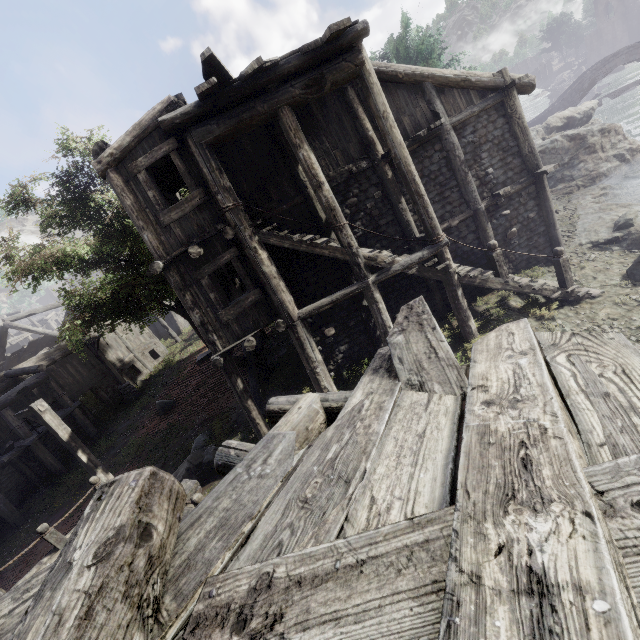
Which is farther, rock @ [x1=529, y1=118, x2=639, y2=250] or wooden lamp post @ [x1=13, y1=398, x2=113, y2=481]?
rock @ [x1=529, y1=118, x2=639, y2=250]

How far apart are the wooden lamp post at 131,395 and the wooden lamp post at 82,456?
10.9 meters

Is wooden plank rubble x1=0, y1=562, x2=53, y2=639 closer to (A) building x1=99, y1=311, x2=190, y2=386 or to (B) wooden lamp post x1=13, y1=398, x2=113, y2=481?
(A) building x1=99, y1=311, x2=190, y2=386

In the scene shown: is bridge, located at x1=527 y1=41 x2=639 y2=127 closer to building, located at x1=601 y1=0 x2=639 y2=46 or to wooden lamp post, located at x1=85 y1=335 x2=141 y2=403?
building, located at x1=601 y1=0 x2=639 y2=46

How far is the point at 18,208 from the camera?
12.71m

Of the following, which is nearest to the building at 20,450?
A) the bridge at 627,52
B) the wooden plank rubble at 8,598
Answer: the wooden plank rubble at 8,598

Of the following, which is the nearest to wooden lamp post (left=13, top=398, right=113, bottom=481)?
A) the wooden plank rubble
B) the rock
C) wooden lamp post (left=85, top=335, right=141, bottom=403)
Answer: the wooden plank rubble

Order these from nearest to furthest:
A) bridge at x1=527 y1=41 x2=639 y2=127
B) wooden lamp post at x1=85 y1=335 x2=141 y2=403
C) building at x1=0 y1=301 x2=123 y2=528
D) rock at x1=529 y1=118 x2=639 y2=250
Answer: rock at x1=529 y1=118 x2=639 y2=250, building at x1=0 y1=301 x2=123 y2=528, wooden lamp post at x1=85 y1=335 x2=141 y2=403, bridge at x1=527 y1=41 x2=639 y2=127
